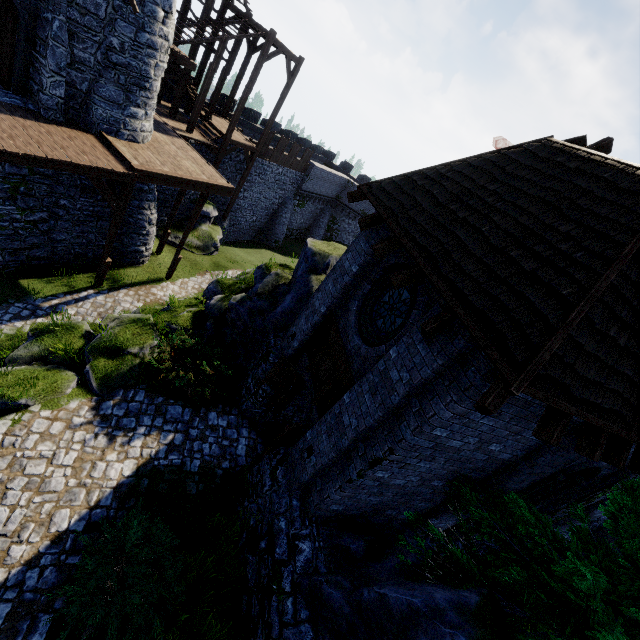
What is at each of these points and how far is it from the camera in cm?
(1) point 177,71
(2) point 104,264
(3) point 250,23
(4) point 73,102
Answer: (1) stairs, 1812
(2) wooden post, 1362
(3) stairs, 1727
(4) building, 1127

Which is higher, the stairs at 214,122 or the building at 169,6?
the building at 169,6

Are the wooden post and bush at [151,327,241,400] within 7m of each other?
yes

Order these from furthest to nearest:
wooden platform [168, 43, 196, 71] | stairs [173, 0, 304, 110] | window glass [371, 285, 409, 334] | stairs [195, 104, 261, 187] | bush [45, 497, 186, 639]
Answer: stairs [195, 104, 261, 187], stairs [173, 0, 304, 110], wooden platform [168, 43, 196, 71], window glass [371, 285, 409, 334], bush [45, 497, 186, 639]

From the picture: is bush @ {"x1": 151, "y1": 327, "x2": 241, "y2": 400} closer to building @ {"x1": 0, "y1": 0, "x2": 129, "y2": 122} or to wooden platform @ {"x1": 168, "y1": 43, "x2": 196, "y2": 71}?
building @ {"x1": 0, "y1": 0, "x2": 129, "y2": 122}

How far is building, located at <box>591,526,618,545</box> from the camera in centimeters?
1131cm

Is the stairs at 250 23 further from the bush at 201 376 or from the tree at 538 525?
the tree at 538 525

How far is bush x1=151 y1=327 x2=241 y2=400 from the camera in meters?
9.3 m
